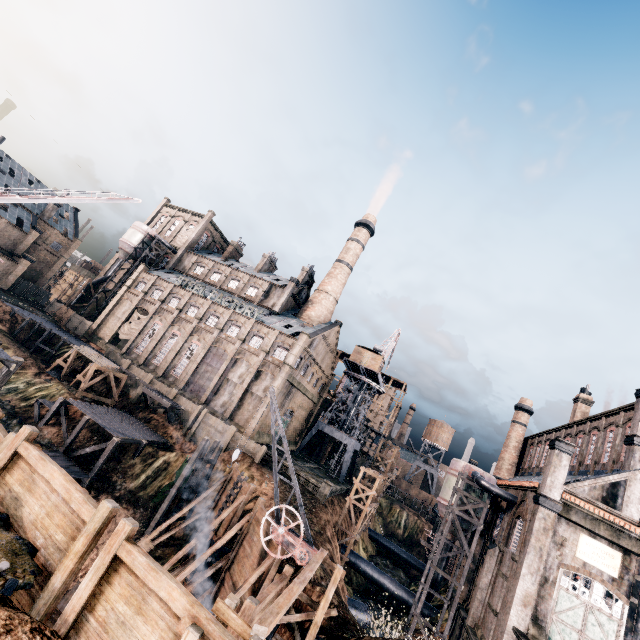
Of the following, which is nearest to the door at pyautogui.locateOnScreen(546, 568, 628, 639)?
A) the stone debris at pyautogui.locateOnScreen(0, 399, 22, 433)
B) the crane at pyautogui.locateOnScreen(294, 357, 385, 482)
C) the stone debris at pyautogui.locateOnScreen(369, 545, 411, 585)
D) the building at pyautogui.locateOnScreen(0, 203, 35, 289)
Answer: the building at pyautogui.locateOnScreen(0, 203, 35, 289)

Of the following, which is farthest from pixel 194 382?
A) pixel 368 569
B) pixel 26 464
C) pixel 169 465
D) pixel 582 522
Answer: pixel 582 522

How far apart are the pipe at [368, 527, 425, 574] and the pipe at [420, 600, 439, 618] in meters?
18.4

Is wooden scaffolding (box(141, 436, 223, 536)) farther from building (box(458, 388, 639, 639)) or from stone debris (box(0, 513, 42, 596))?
stone debris (box(0, 513, 42, 596))

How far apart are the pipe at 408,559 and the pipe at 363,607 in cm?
3108

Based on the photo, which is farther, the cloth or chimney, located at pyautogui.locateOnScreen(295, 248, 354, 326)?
chimney, located at pyautogui.locateOnScreen(295, 248, 354, 326)

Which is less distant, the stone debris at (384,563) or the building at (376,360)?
the stone debris at (384,563)

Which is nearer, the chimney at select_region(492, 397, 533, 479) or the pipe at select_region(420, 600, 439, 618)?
the pipe at select_region(420, 600, 439, 618)
